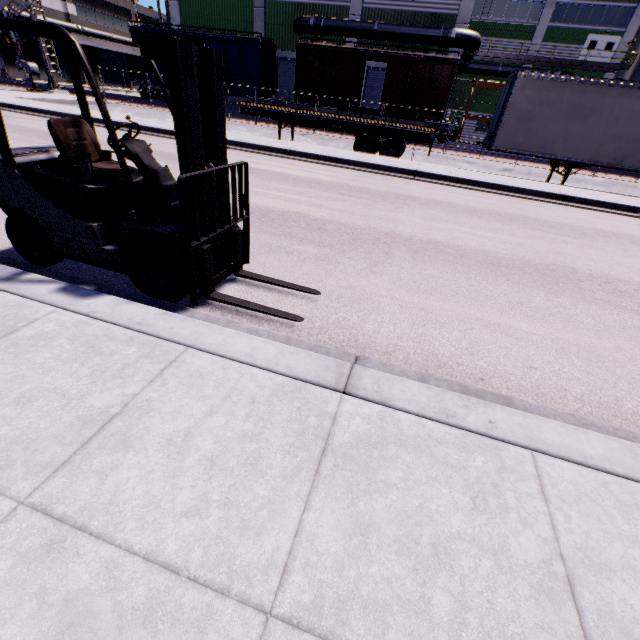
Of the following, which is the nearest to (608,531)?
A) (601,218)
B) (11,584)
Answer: (11,584)

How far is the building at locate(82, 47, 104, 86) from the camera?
44.28m

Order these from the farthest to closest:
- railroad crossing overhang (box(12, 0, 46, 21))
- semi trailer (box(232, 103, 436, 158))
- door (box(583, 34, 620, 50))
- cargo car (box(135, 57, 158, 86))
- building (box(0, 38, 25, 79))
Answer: building (box(0, 38, 25, 79)), door (box(583, 34, 620, 50)), cargo car (box(135, 57, 158, 86)), railroad crossing overhang (box(12, 0, 46, 21)), semi trailer (box(232, 103, 436, 158))

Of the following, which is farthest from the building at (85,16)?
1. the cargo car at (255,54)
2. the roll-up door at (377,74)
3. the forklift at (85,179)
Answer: the forklift at (85,179)

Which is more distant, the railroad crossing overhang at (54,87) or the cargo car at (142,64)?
the cargo car at (142,64)

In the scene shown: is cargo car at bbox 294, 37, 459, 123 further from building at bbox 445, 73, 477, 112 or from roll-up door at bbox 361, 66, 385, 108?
roll-up door at bbox 361, 66, 385, 108
